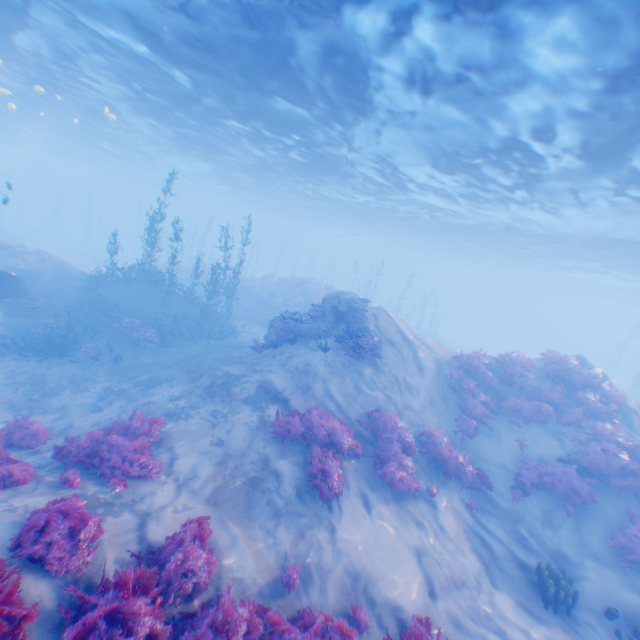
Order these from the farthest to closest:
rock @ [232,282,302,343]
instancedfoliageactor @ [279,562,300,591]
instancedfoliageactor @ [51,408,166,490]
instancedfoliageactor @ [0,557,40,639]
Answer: rock @ [232,282,302,343] < instancedfoliageactor @ [51,408,166,490] < instancedfoliageactor @ [279,562,300,591] < instancedfoliageactor @ [0,557,40,639]

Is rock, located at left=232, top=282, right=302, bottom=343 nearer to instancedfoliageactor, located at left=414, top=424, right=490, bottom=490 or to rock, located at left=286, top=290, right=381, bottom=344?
rock, located at left=286, top=290, right=381, bottom=344

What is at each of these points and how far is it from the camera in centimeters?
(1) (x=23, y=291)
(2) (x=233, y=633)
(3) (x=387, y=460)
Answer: (1) plane, 1521cm
(2) instancedfoliageactor, 470cm
(3) instancedfoliageactor, 972cm

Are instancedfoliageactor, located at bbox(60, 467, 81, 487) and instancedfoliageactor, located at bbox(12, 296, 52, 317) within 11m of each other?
no

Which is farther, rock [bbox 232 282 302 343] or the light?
rock [bbox 232 282 302 343]

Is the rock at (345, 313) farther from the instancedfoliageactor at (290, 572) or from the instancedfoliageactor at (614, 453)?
the instancedfoliageactor at (614, 453)

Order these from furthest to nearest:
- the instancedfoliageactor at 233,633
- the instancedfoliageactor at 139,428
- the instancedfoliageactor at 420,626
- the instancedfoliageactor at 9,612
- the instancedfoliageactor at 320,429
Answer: the instancedfoliageactor at 320,429, the instancedfoliageactor at 139,428, the instancedfoliageactor at 420,626, the instancedfoliageactor at 233,633, the instancedfoliageactor at 9,612

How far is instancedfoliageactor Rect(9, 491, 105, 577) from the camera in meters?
4.6
